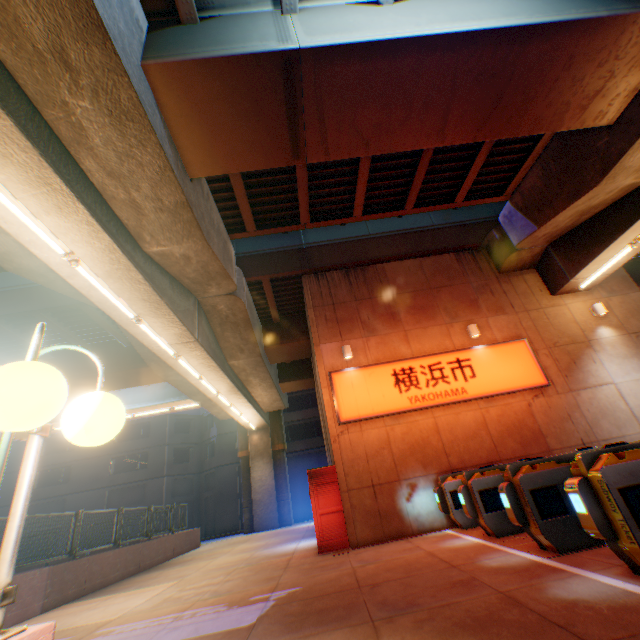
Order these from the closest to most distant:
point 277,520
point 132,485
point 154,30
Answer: point 154,30
point 277,520
point 132,485

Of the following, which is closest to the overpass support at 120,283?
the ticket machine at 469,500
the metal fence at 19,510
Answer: the metal fence at 19,510

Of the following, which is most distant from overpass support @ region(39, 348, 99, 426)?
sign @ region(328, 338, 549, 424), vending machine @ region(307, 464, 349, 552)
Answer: vending machine @ region(307, 464, 349, 552)

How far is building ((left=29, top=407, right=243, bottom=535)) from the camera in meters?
30.6 m

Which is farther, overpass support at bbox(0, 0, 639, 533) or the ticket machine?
overpass support at bbox(0, 0, 639, 533)

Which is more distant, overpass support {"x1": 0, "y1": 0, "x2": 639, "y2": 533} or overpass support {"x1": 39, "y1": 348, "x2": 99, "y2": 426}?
overpass support {"x1": 39, "y1": 348, "x2": 99, "y2": 426}

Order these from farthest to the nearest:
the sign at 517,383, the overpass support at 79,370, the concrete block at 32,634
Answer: the overpass support at 79,370, the sign at 517,383, the concrete block at 32,634

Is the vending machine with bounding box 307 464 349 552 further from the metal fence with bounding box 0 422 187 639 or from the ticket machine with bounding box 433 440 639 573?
the metal fence with bounding box 0 422 187 639
